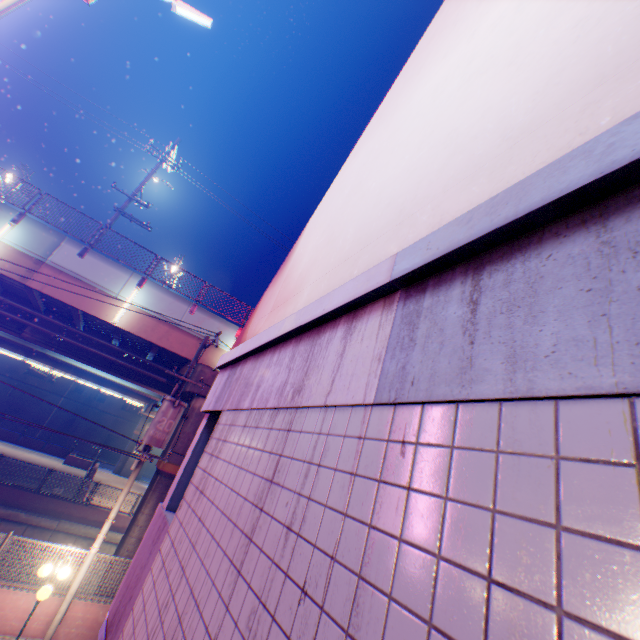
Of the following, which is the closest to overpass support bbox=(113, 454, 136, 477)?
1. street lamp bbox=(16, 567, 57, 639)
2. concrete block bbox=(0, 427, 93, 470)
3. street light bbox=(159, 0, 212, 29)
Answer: concrete block bbox=(0, 427, 93, 470)

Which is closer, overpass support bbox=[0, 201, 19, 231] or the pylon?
the pylon

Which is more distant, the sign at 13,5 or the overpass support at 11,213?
the overpass support at 11,213

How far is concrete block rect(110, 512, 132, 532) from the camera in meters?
18.8 m

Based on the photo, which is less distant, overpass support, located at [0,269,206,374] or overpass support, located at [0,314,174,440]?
overpass support, located at [0,269,206,374]

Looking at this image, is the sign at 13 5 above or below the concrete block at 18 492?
above

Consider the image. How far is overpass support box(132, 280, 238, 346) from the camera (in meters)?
14.73

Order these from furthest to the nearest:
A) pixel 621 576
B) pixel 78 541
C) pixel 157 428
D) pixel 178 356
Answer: pixel 78 541, pixel 178 356, pixel 157 428, pixel 621 576
